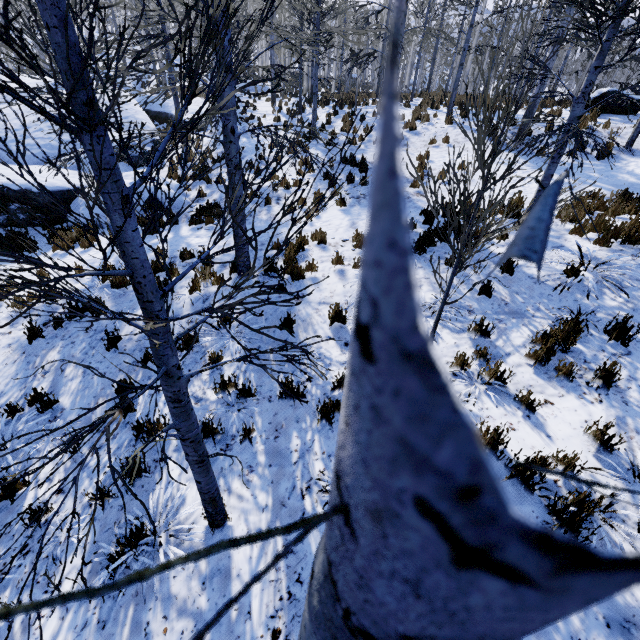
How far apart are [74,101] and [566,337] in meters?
5.5

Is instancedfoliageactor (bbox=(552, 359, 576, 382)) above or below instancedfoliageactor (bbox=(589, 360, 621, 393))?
below

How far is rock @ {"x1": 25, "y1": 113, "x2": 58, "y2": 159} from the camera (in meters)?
11.80

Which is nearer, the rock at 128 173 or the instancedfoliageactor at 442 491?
the instancedfoliageactor at 442 491

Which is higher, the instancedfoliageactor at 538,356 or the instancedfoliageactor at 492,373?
the instancedfoliageactor at 538,356

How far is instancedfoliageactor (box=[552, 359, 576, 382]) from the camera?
4.0 meters

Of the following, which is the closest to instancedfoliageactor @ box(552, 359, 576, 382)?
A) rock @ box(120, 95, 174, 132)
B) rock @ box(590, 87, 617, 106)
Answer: rock @ box(120, 95, 174, 132)

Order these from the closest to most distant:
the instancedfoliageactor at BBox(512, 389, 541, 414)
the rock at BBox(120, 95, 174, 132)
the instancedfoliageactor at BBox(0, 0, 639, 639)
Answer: the instancedfoliageactor at BBox(0, 0, 639, 639) < the instancedfoliageactor at BBox(512, 389, 541, 414) < the rock at BBox(120, 95, 174, 132)
